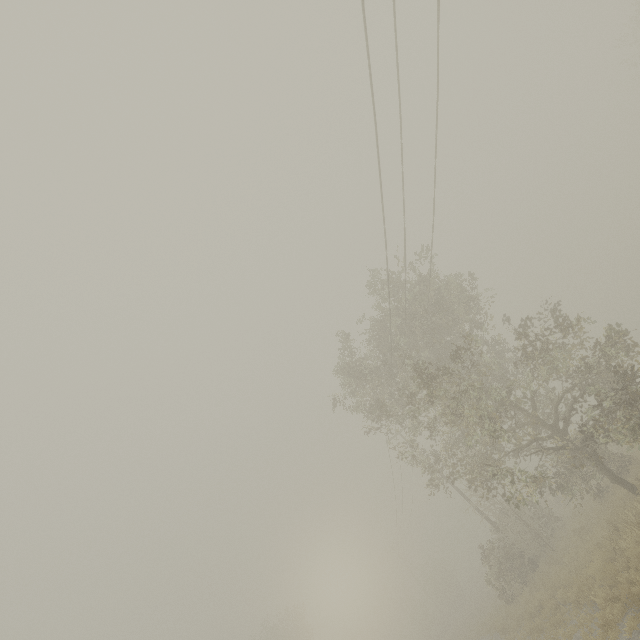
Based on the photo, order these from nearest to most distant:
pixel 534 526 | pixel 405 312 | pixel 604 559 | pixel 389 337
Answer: pixel 604 559
pixel 405 312
pixel 389 337
pixel 534 526

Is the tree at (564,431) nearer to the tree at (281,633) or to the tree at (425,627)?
the tree at (281,633)

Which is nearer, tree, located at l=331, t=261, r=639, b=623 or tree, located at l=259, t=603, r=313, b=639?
tree, located at l=331, t=261, r=639, b=623

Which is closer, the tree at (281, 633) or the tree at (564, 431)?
the tree at (564, 431)

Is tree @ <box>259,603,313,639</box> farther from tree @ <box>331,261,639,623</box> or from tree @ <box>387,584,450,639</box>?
tree @ <box>387,584,450,639</box>

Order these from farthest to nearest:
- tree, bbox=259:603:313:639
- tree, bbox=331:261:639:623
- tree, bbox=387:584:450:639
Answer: tree, bbox=387:584:450:639 < tree, bbox=259:603:313:639 < tree, bbox=331:261:639:623
